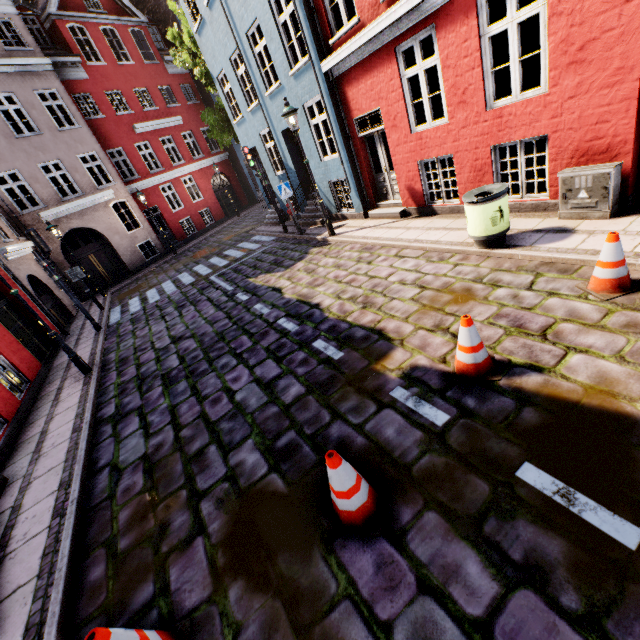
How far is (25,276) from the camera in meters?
12.1 m

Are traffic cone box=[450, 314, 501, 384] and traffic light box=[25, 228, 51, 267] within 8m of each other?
no

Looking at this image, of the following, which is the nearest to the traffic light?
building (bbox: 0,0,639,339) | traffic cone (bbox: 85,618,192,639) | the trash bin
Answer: building (bbox: 0,0,639,339)

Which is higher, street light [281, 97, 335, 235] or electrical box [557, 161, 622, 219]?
street light [281, 97, 335, 235]

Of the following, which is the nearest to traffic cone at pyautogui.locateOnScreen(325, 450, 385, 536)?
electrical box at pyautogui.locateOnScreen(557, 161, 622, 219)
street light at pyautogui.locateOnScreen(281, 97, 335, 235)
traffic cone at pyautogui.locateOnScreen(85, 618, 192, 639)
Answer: traffic cone at pyautogui.locateOnScreen(85, 618, 192, 639)

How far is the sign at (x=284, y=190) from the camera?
11.2m

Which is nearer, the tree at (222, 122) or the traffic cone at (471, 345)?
the traffic cone at (471, 345)

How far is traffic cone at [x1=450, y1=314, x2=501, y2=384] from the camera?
3.5m
